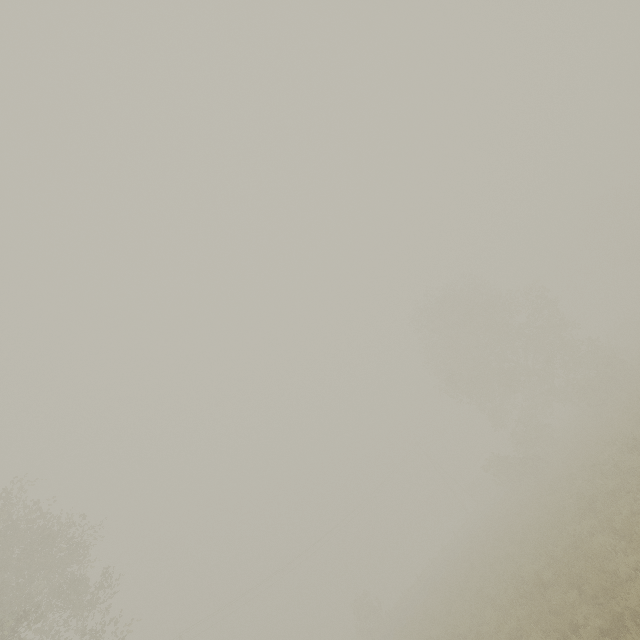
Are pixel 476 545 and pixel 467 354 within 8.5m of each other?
no
